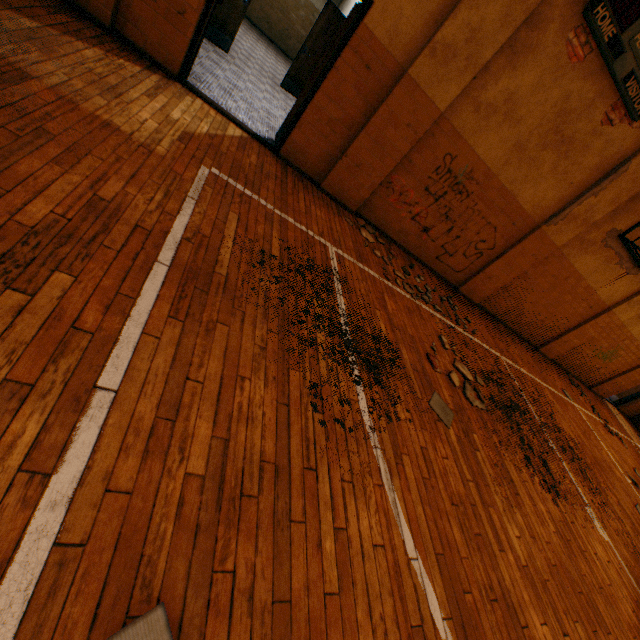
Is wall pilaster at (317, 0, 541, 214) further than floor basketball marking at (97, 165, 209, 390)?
Yes

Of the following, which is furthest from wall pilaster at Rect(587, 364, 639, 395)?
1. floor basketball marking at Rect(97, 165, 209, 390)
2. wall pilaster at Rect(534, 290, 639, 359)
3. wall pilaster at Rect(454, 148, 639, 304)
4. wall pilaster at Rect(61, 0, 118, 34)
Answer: wall pilaster at Rect(61, 0, 118, 34)

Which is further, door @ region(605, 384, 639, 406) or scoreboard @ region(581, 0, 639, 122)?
door @ region(605, 384, 639, 406)

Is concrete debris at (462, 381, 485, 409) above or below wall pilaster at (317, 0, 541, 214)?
below

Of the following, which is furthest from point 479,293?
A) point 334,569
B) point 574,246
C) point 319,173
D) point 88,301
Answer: point 88,301

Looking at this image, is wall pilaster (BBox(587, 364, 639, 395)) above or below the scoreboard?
below

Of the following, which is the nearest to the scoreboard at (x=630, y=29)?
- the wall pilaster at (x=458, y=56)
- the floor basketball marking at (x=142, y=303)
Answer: the wall pilaster at (x=458, y=56)

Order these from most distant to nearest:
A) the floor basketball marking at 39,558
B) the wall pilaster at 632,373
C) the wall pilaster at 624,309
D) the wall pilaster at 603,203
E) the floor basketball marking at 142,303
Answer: the wall pilaster at 632,373 < the wall pilaster at 624,309 < the wall pilaster at 603,203 < the floor basketball marking at 142,303 < the floor basketball marking at 39,558
